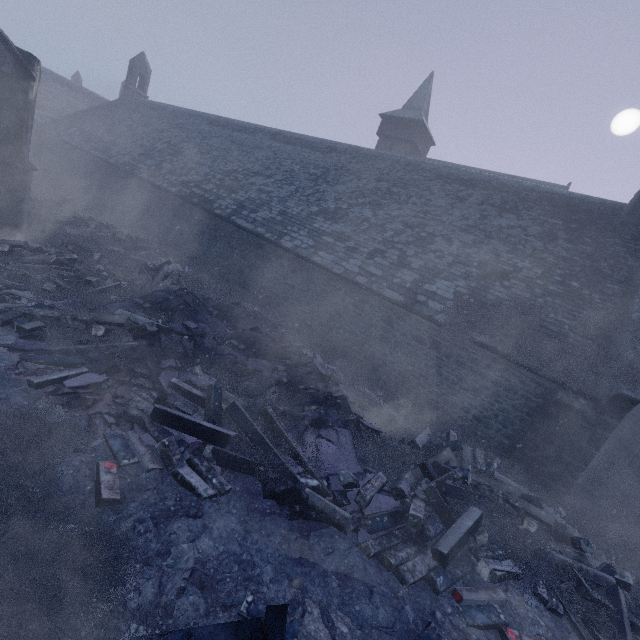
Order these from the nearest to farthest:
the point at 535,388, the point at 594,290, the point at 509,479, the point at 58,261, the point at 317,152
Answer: the point at 509,479
the point at 535,388
the point at 58,261
the point at 594,290
the point at 317,152

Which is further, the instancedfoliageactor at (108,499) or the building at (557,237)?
the building at (557,237)

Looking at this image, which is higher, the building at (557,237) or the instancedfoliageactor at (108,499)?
the building at (557,237)

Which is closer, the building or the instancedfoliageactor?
the instancedfoliageactor

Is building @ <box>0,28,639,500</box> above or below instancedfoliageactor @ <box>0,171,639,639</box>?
above
